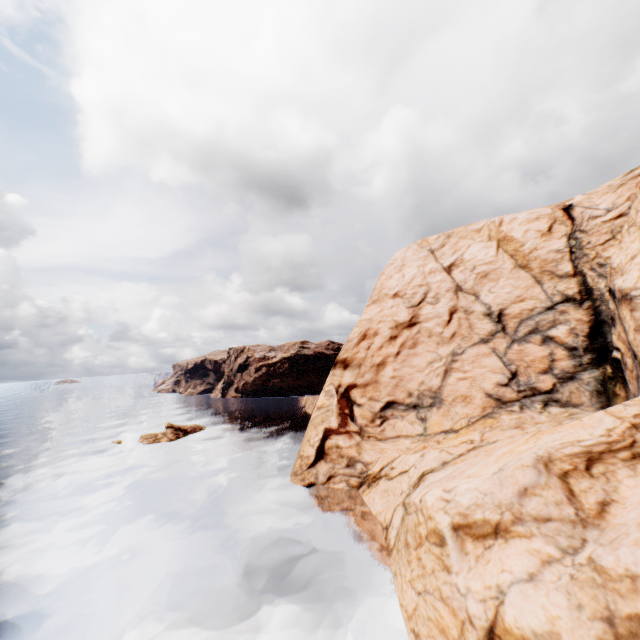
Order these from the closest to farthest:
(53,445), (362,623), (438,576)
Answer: (438,576), (362,623), (53,445)

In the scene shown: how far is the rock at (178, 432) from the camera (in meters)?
48.20

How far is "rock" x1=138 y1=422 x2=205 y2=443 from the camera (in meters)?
48.20

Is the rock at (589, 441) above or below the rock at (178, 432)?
above

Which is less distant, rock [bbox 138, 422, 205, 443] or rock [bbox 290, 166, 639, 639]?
rock [bbox 290, 166, 639, 639]

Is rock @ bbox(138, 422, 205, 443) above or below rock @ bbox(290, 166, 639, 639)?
below
